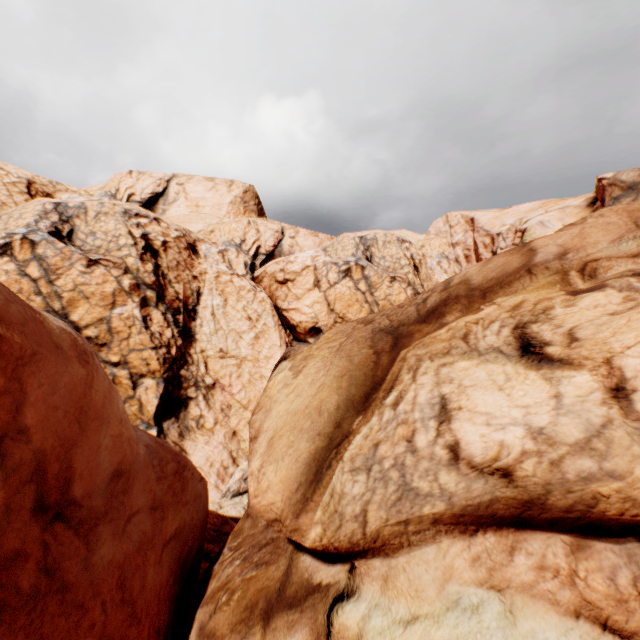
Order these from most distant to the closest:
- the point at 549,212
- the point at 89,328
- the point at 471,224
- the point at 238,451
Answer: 1. the point at 471,224
2. the point at 549,212
3. the point at 238,451
4. the point at 89,328
